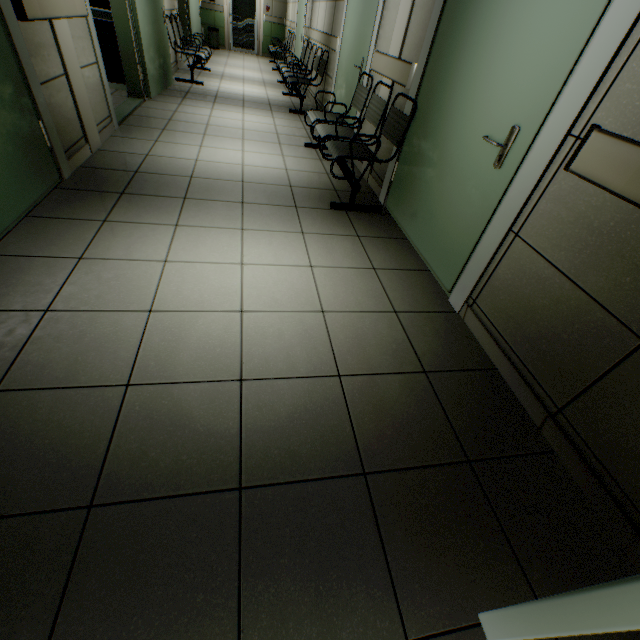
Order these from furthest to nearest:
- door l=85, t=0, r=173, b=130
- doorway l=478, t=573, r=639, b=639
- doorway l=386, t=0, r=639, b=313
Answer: door l=85, t=0, r=173, b=130 < doorway l=386, t=0, r=639, b=313 < doorway l=478, t=573, r=639, b=639

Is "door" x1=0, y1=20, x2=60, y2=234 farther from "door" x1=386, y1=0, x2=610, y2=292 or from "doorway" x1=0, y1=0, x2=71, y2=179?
"door" x1=386, y1=0, x2=610, y2=292

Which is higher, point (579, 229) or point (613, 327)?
point (579, 229)

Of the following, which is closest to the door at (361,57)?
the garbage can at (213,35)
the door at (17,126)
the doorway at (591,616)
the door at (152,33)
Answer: the door at (152,33)

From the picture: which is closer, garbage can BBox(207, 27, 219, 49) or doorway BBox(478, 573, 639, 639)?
doorway BBox(478, 573, 639, 639)

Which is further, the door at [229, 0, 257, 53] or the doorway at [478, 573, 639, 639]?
the door at [229, 0, 257, 53]

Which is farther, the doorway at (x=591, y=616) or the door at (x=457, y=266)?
the door at (x=457, y=266)

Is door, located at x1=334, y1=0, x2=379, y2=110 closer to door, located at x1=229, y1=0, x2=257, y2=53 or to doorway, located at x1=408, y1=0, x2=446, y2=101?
doorway, located at x1=408, y1=0, x2=446, y2=101
